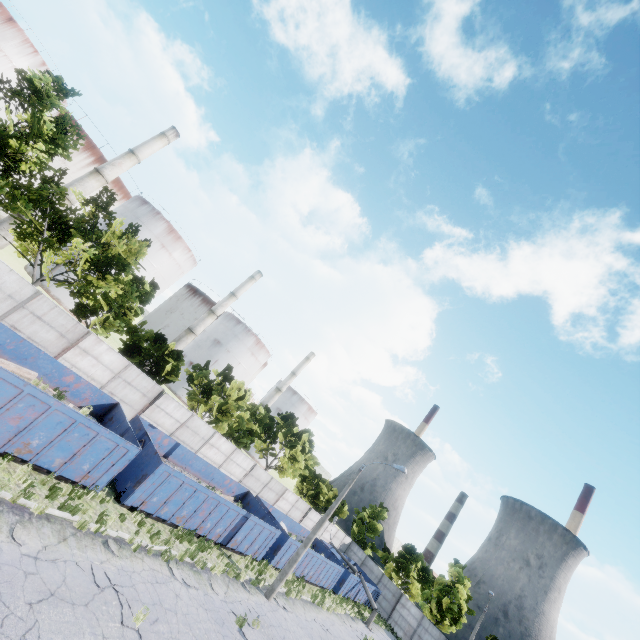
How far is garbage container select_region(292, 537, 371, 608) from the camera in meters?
25.1 m

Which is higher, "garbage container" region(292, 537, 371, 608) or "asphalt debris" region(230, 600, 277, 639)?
"garbage container" region(292, 537, 371, 608)

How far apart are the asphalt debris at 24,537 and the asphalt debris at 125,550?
2.13m

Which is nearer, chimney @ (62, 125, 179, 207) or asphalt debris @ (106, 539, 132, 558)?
asphalt debris @ (106, 539, 132, 558)

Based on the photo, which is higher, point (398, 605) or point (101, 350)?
point (101, 350)

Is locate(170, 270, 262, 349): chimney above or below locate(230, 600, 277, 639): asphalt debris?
above

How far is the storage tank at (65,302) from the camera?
39.50m

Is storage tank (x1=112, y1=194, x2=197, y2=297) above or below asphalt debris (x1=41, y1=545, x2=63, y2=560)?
above
